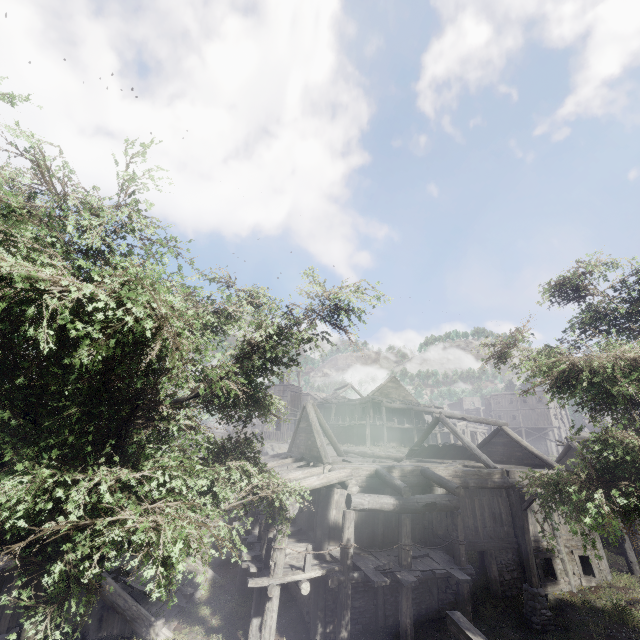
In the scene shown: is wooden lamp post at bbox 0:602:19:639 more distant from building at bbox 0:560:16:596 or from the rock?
the rock

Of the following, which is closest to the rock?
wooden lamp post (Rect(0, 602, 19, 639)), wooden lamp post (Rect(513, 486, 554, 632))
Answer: wooden lamp post (Rect(513, 486, 554, 632))

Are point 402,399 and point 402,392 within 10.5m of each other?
yes

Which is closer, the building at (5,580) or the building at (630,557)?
the building at (5,580)

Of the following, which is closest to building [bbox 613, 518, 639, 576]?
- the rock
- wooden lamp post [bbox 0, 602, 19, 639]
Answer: the rock

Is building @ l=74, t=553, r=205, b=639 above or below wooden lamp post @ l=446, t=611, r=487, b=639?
below

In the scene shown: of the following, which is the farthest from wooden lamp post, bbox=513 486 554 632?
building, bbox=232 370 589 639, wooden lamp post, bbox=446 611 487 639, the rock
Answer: the rock

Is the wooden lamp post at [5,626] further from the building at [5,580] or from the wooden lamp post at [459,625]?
the wooden lamp post at [459,625]
